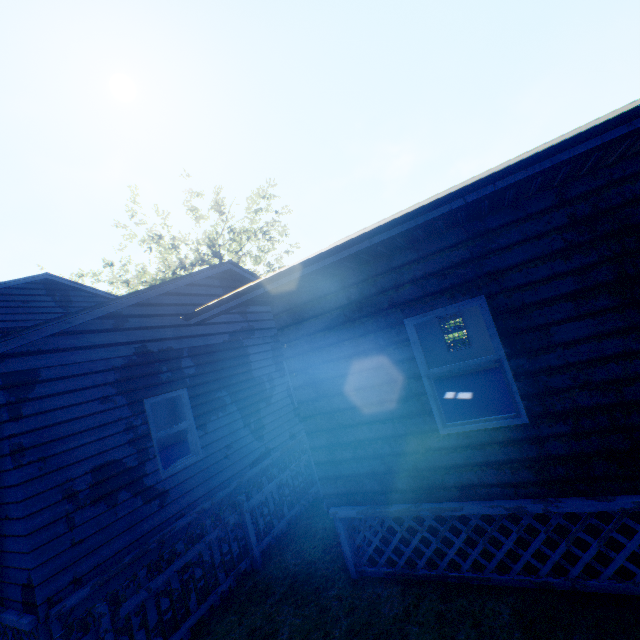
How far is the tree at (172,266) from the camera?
29.7m

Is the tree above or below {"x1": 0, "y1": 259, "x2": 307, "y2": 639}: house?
above

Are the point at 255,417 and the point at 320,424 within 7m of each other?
yes

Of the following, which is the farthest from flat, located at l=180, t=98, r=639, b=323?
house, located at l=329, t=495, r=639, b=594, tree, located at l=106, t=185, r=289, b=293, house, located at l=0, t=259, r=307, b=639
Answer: tree, located at l=106, t=185, r=289, b=293

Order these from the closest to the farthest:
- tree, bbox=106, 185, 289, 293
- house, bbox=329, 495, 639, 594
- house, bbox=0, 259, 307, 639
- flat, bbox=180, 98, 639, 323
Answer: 1. flat, bbox=180, 98, 639, 323
2. house, bbox=329, 495, 639, 594
3. house, bbox=0, 259, 307, 639
4. tree, bbox=106, 185, 289, 293

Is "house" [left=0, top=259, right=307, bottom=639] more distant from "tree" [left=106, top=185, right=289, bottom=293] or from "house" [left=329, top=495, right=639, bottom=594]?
"tree" [left=106, top=185, right=289, bottom=293]

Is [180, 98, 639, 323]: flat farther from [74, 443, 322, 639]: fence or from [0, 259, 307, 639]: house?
[74, 443, 322, 639]: fence

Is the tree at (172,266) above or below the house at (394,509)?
above
